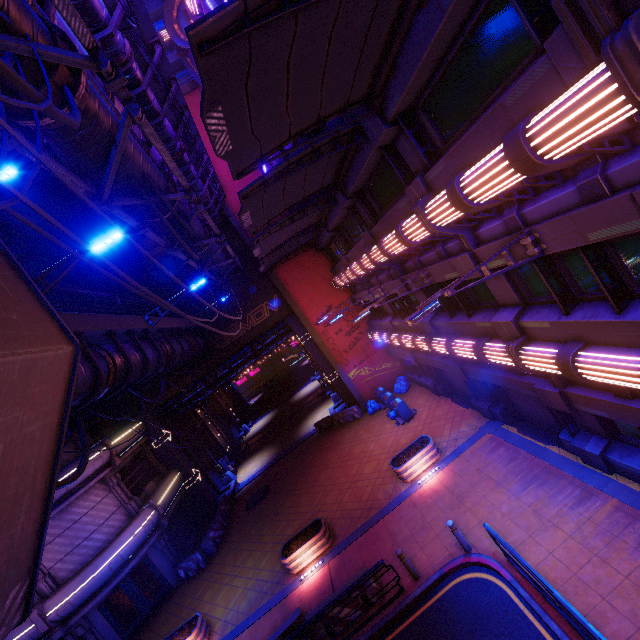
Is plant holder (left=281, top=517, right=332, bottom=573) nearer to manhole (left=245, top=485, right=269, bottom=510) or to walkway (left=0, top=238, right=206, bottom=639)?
manhole (left=245, top=485, right=269, bottom=510)

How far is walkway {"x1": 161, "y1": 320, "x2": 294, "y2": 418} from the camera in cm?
2714

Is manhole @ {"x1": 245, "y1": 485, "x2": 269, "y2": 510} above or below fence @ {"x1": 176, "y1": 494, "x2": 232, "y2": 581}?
below

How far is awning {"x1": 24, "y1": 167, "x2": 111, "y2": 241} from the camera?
12.79m

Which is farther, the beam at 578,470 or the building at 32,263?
the building at 32,263

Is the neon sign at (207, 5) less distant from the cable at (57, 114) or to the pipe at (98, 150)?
the pipe at (98, 150)

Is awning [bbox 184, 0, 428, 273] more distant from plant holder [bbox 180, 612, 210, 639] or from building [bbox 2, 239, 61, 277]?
building [bbox 2, 239, 61, 277]

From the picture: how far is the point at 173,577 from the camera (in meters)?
18.66
